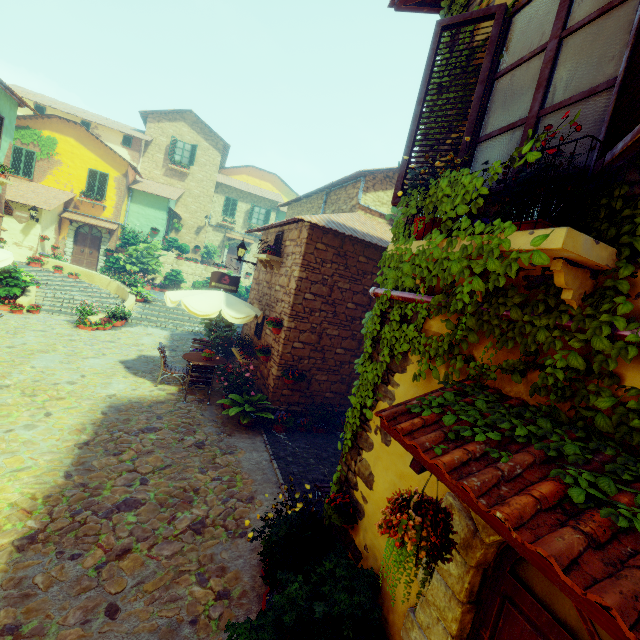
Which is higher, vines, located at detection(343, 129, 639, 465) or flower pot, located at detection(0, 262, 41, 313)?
vines, located at detection(343, 129, 639, 465)

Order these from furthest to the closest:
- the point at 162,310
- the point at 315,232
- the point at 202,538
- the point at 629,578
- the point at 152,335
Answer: the point at 162,310
the point at 152,335
the point at 315,232
the point at 202,538
the point at 629,578

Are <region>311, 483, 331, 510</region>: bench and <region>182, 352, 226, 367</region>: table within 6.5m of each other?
yes

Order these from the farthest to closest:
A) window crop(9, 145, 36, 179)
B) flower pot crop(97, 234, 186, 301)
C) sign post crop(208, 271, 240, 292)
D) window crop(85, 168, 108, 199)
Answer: window crop(85, 168, 108, 199)
window crop(9, 145, 36, 179)
flower pot crop(97, 234, 186, 301)
sign post crop(208, 271, 240, 292)

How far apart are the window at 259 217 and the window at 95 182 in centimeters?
1030cm

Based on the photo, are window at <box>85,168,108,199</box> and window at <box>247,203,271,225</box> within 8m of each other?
no

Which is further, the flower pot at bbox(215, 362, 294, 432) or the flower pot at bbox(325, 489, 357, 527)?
the flower pot at bbox(215, 362, 294, 432)

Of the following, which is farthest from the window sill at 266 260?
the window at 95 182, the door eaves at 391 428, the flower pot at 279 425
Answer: the window at 95 182
